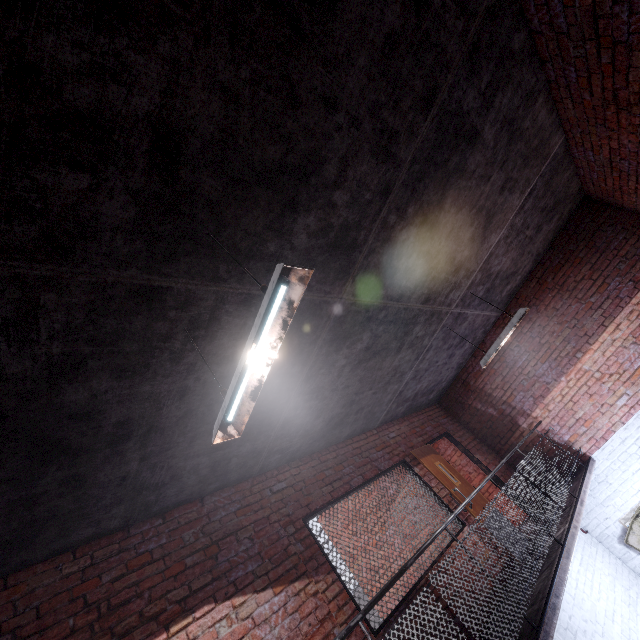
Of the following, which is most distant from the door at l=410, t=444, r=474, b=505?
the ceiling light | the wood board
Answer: the ceiling light

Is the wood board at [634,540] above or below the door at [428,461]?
below

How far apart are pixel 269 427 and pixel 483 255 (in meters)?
4.19

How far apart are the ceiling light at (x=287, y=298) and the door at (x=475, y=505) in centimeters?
499cm

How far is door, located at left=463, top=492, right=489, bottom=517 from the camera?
5.4 meters

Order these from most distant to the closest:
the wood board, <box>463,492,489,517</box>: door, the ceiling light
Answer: the wood board
<box>463,492,489,517</box>: door
the ceiling light

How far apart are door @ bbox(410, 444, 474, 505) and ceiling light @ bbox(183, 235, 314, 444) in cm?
499
